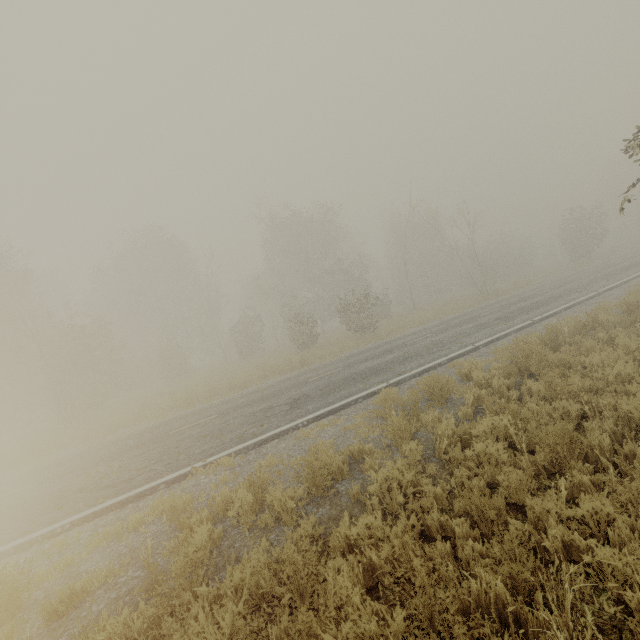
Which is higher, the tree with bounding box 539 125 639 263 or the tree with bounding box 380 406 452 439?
the tree with bounding box 539 125 639 263

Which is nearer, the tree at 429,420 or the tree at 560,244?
the tree at 429,420

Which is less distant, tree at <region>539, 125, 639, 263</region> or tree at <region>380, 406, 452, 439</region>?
tree at <region>380, 406, 452, 439</region>

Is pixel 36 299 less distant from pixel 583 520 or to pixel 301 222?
pixel 301 222

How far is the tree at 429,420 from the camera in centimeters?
556cm

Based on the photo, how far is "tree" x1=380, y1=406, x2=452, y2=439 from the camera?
5.6 meters
